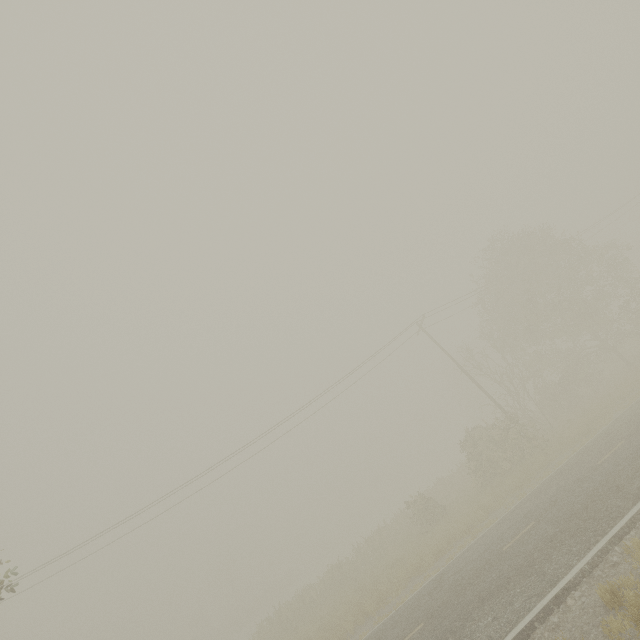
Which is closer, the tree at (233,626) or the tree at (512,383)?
the tree at (512,383)

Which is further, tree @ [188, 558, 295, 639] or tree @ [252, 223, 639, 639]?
tree @ [188, 558, 295, 639]

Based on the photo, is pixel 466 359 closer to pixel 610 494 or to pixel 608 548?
pixel 610 494
